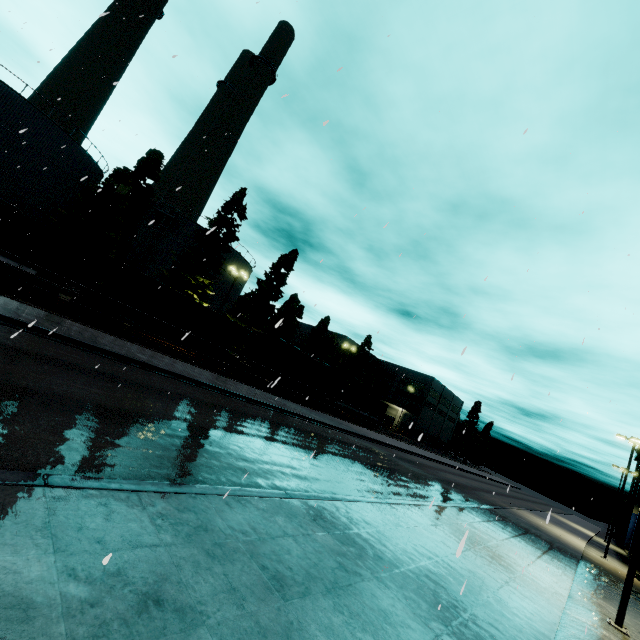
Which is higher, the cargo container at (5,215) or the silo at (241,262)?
the silo at (241,262)

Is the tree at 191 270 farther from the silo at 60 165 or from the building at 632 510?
the building at 632 510

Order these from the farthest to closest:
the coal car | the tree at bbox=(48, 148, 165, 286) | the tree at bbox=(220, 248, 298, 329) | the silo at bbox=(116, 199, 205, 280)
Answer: the tree at bbox=(220, 248, 298, 329), the silo at bbox=(116, 199, 205, 280), the tree at bbox=(48, 148, 165, 286), the coal car

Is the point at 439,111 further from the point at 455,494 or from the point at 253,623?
the point at 455,494

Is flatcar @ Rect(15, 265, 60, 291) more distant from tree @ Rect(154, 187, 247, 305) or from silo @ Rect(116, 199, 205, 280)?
tree @ Rect(154, 187, 247, 305)

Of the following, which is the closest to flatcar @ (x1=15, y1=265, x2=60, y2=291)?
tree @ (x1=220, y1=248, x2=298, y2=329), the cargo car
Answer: the cargo car

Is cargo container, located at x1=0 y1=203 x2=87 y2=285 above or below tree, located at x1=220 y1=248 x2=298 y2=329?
below

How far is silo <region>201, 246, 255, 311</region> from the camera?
40.69m
